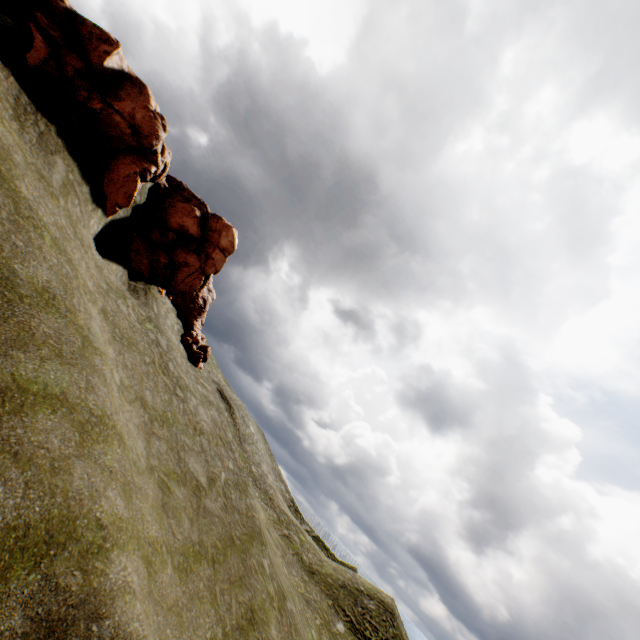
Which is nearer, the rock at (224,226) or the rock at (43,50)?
the rock at (43,50)

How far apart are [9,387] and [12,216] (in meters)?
5.56

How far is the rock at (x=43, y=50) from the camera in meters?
13.3

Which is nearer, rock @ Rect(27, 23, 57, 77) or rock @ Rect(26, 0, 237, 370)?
rock @ Rect(27, 23, 57, 77)

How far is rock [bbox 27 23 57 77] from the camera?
13.3 meters
